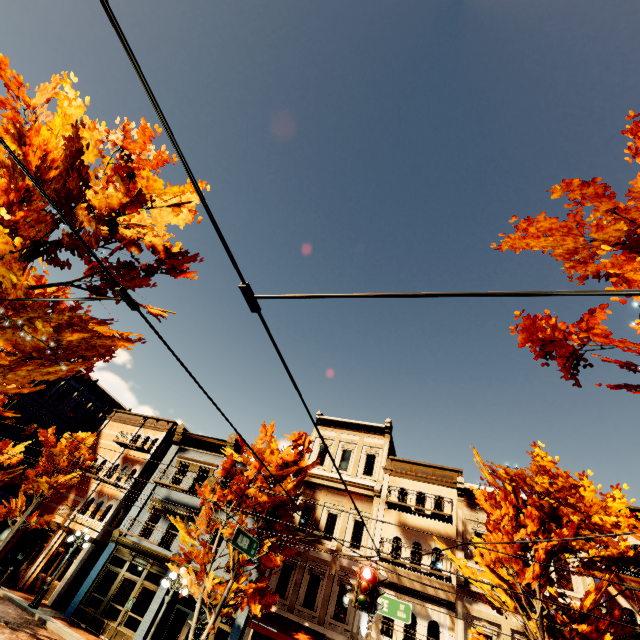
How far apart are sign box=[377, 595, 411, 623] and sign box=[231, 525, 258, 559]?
3.5m

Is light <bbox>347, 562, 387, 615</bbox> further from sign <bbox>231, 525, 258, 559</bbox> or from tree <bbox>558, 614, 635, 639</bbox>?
tree <bbox>558, 614, 635, 639</bbox>

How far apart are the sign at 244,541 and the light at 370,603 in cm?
326

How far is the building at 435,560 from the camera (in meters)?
14.69

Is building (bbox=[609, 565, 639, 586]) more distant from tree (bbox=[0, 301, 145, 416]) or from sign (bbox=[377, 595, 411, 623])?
sign (bbox=[377, 595, 411, 623])

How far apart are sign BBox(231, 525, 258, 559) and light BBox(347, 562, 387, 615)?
3.3m

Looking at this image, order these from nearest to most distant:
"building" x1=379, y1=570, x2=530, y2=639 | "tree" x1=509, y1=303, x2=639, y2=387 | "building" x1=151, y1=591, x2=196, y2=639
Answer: "tree" x1=509, y1=303, x2=639, y2=387
"building" x1=379, y1=570, x2=530, y2=639
"building" x1=151, y1=591, x2=196, y2=639

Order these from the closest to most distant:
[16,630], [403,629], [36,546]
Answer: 1. [16,630]
2. [403,629]
3. [36,546]
